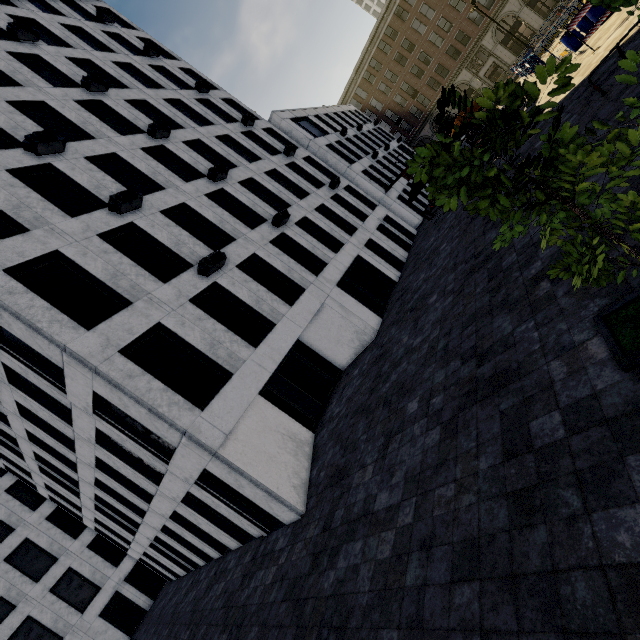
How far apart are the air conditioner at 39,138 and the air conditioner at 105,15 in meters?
17.8 m

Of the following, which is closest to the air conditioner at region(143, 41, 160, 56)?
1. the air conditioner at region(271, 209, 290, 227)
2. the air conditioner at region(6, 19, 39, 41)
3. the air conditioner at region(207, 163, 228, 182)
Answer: the air conditioner at region(6, 19, 39, 41)

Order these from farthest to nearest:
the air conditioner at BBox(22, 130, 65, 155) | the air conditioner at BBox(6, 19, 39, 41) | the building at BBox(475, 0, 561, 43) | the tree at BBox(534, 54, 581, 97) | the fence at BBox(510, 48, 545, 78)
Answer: the building at BBox(475, 0, 561, 43) → the fence at BBox(510, 48, 545, 78) → the air conditioner at BBox(6, 19, 39, 41) → the air conditioner at BBox(22, 130, 65, 155) → the tree at BBox(534, 54, 581, 97)

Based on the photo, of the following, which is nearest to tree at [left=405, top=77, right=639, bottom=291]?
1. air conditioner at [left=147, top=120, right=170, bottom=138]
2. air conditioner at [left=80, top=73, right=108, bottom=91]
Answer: air conditioner at [left=147, top=120, right=170, bottom=138]

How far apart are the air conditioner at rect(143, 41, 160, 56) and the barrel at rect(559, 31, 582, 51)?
25.2 meters

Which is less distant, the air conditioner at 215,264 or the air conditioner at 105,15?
the air conditioner at 215,264

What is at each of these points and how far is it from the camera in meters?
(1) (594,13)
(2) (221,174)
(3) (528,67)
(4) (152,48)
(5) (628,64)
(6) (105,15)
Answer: (1) barrel, 14.6 m
(2) air conditioner, 16.5 m
(3) fence, 22.0 m
(4) air conditioner, 22.6 m
(5) tree, 2.5 m
(6) air conditioner, 22.5 m

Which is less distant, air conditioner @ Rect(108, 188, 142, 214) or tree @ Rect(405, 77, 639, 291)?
tree @ Rect(405, 77, 639, 291)
